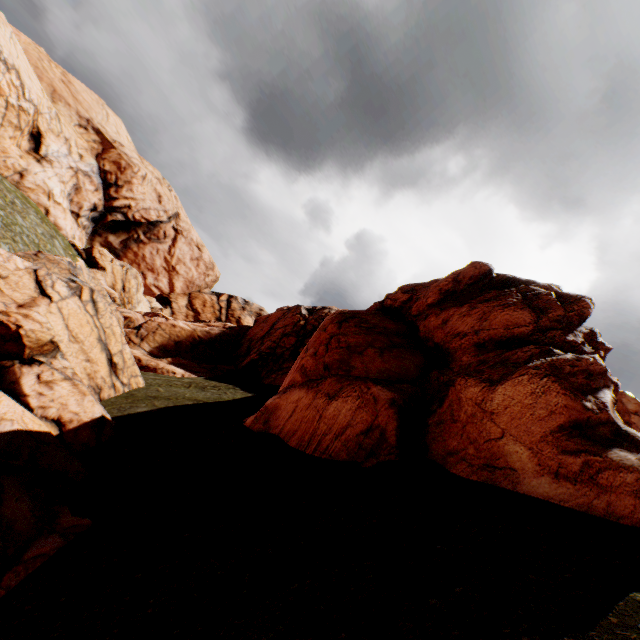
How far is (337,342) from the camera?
12.51m
